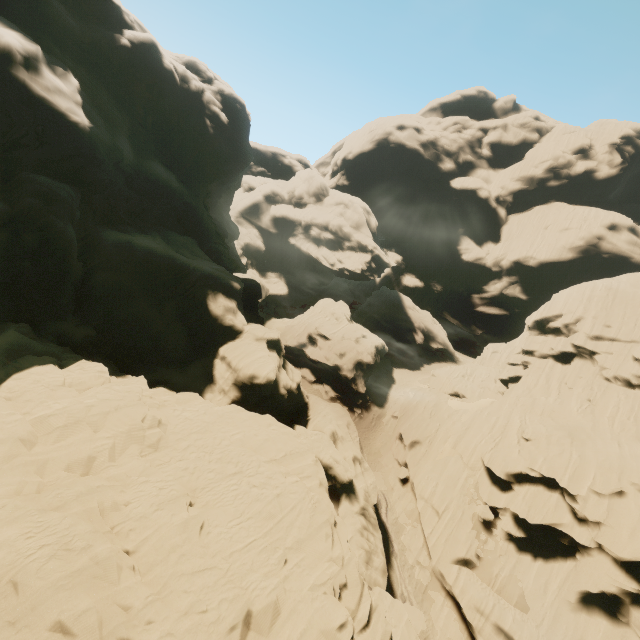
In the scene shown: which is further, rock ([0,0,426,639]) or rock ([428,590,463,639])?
rock ([428,590,463,639])

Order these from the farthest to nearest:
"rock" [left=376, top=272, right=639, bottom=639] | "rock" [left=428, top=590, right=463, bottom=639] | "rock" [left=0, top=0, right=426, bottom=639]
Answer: "rock" [left=428, top=590, right=463, bottom=639] → "rock" [left=376, top=272, right=639, bottom=639] → "rock" [left=0, top=0, right=426, bottom=639]

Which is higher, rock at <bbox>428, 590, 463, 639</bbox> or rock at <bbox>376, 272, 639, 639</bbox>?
rock at <bbox>376, 272, 639, 639</bbox>

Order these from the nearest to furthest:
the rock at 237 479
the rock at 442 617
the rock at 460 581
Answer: the rock at 237 479 → the rock at 460 581 → the rock at 442 617

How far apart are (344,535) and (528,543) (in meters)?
19.39

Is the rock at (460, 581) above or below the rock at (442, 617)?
above
